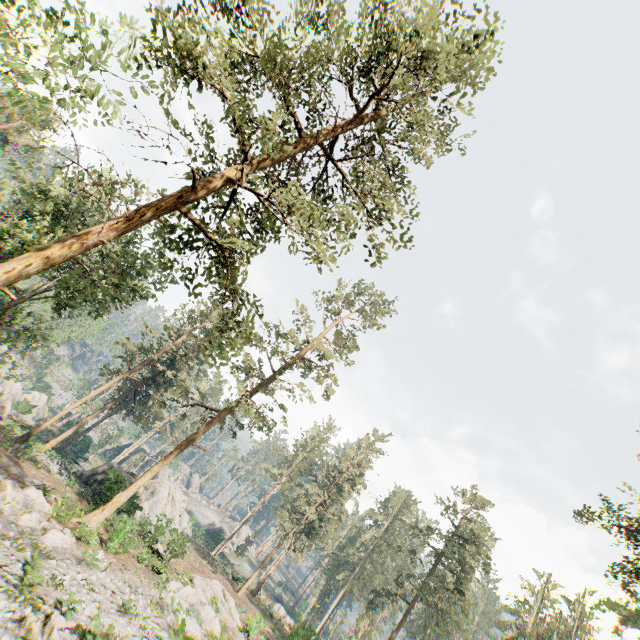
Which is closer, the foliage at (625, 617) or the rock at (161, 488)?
the rock at (161, 488)

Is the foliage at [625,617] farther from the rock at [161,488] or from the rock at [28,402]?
the rock at [161,488]

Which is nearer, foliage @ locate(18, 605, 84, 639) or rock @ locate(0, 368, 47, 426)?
foliage @ locate(18, 605, 84, 639)

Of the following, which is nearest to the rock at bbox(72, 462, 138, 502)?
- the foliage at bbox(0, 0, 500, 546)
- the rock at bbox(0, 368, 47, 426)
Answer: the foliage at bbox(0, 0, 500, 546)

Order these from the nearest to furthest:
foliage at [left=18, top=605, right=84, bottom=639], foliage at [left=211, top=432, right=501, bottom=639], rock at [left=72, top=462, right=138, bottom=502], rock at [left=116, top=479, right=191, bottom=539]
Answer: foliage at [left=18, top=605, right=84, bottom=639] < rock at [left=72, top=462, right=138, bottom=502] < rock at [left=116, top=479, right=191, bottom=539] < foliage at [left=211, top=432, right=501, bottom=639]

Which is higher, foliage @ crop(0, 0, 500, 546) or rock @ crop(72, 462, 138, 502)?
foliage @ crop(0, 0, 500, 546)

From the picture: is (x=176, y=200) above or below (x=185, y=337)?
below
